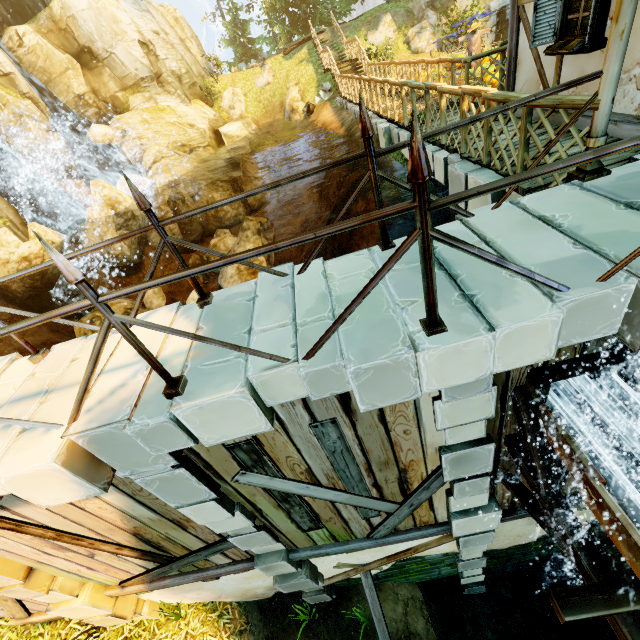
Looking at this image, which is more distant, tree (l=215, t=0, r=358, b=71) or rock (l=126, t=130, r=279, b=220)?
tree (l=215, t=0, r=358, b=71)

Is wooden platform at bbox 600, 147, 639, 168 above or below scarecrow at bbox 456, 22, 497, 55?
below

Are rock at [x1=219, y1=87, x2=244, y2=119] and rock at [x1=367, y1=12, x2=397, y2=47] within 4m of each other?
no

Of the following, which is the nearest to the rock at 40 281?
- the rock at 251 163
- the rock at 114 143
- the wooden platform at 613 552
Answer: the rock at 251 163

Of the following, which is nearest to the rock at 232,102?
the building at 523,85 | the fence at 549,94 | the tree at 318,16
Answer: the fence at 549,94

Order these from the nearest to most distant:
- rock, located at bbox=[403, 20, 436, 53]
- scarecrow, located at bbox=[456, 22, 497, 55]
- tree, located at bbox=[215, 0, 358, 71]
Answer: scarecrow, located at bbox=[456, 22, 497, 55] < rock, located at bbox=[403, 20, 436, 53] < tree, located at bbox=[215, 0, 358, 71]

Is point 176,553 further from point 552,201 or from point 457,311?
point 552,201

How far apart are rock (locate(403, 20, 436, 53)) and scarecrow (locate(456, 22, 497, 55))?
6.9m
